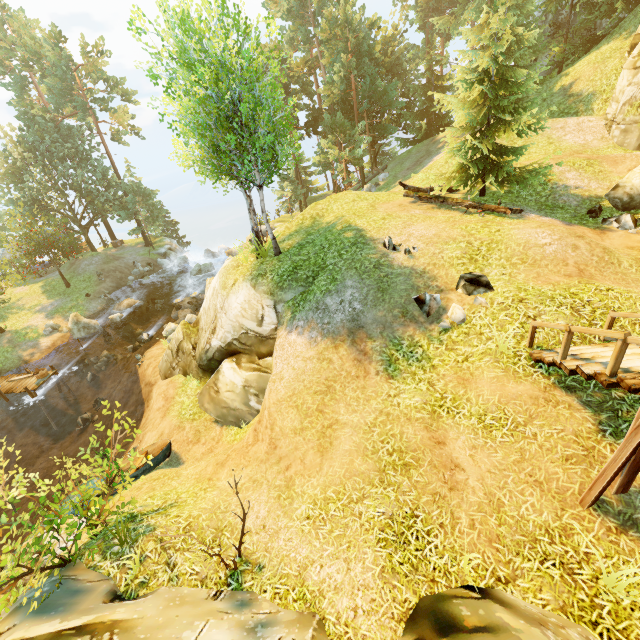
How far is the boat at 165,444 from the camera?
11.5 meters

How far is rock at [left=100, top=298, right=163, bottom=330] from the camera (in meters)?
26.52

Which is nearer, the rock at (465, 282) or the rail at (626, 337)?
the rail at (626, 337)

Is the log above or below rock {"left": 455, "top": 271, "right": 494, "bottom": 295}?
above

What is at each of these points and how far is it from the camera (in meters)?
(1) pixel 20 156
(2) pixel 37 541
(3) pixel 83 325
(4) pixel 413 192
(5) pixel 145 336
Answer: (1) tree, 31.84
(2) bush, 6.17
(3) rock, 24.89
(4) log, 16.36
(5) rock, 23.02

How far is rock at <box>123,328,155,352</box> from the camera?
23.08m

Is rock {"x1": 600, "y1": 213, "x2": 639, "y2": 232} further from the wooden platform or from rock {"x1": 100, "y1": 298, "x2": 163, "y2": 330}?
rock {"x1": 100, "y1": 298, "x2": 163, "y2": 330}

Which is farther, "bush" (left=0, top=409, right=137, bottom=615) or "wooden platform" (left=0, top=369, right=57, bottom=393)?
"wooden platform" (left=0, top=369, right=57, bottom=393)
